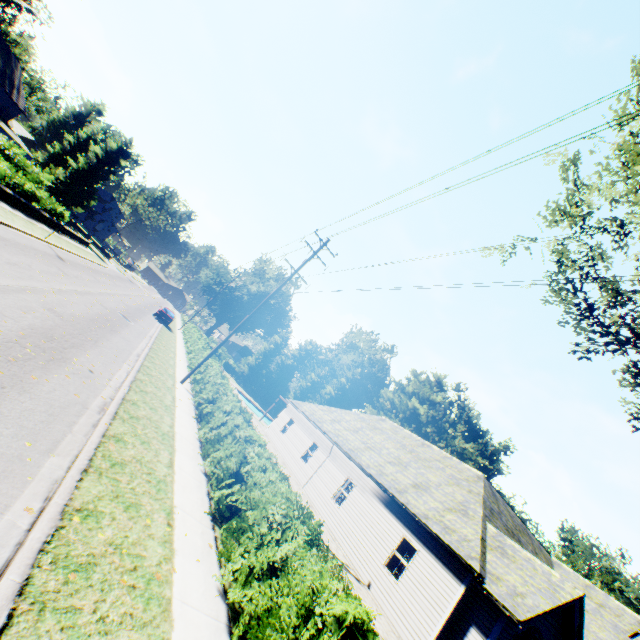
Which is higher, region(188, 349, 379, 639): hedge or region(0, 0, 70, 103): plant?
region(0, 0, 70, 103): plant

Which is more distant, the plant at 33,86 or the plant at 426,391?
the plant at 426,391

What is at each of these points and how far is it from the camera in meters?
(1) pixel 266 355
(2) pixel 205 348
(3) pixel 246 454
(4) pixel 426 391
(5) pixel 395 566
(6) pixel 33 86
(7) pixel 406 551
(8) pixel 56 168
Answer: (1) tree, 52.8 m
(2) hedge, 25.2 m
(3) hedge, 8.6 m
(4) plant, 53.8 m
(5) curtain, 13.5 m
(6) plant, 49.4 m
(7) curtain, 13.7 m
(8) plant, 46.9 m

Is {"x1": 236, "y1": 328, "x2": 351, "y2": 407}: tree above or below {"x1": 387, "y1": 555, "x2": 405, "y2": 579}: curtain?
above

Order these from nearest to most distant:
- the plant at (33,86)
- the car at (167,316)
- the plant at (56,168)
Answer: the car at (167,316)
the plant at (33,86)
the plant at (56,168)

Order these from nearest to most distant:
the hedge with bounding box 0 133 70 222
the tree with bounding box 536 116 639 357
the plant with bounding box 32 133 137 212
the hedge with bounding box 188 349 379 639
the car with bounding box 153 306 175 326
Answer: the hedge with bounding box 188 349 379 639
the tree with bounding box 536 116 639 357
the hedge with bounding box 0 133 70 222
the car with bounding box 153 306 175 326
the plant with bounding box 32 133 137 212

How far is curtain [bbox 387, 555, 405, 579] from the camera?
13.20m

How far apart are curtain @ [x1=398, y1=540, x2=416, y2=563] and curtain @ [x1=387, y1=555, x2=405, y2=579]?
0.08m
